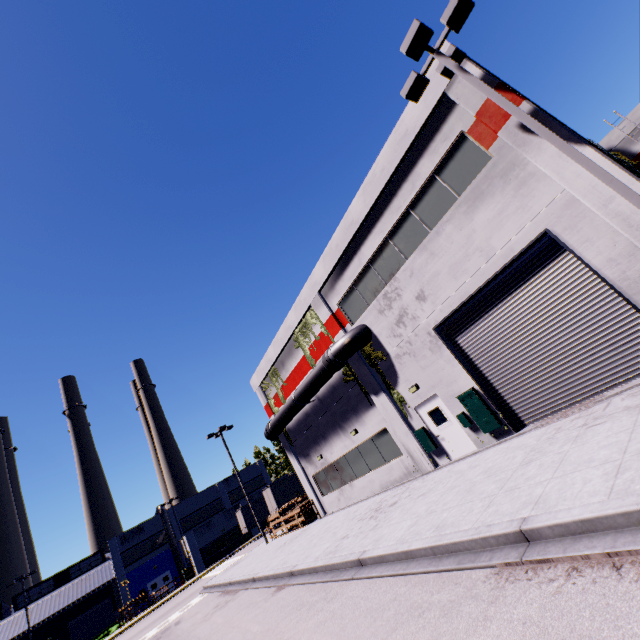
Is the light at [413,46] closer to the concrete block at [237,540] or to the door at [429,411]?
the door at [429,411]

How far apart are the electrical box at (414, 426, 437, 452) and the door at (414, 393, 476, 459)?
0.1 meters

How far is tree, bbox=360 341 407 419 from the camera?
14.5 meters

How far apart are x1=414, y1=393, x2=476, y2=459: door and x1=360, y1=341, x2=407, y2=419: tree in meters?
0.1

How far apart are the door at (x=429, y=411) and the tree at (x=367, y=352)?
0.12m

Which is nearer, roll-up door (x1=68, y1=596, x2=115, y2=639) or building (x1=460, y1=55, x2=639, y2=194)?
building (x1=460, y1=55, x2=639, y2=194)

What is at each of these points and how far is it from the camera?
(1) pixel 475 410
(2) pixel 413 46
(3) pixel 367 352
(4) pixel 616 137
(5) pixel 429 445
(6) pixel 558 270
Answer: (1) electrical box, 11.8m
(2) light, 8.4m
(3) tree, 15.5m
(4) building, 23.0m
(5) electrical box, 13.6m
(6) roll-up door, 9.5m

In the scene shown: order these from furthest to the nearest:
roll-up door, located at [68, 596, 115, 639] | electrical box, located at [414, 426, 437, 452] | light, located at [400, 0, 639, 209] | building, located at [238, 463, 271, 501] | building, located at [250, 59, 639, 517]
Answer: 1. building, located at [238, 463, 271, 501]
2. roll-up door, located at [68, 596, 115, 639]
3. electrical box, located at [414, 426, 437, 452]
4. building, located at [250, 59, 639, 517]
5. light, located at [400, 0, 639, 209]
